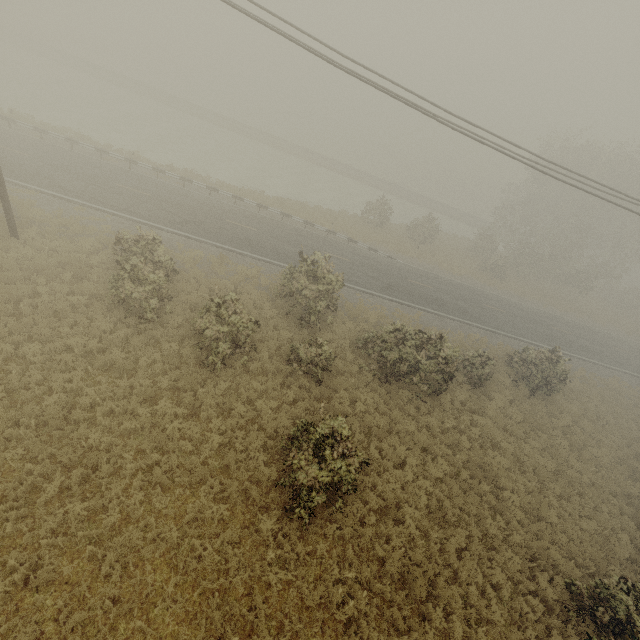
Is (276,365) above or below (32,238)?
above
